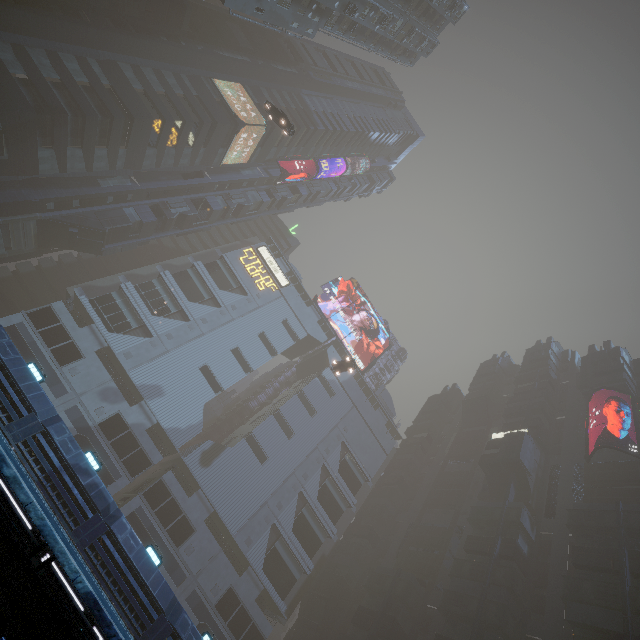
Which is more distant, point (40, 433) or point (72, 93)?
point (72, 93)

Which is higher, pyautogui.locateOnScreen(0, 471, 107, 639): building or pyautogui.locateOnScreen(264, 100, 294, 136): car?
pyautogui.locateOnScreen(264, 100, 294, 136): car

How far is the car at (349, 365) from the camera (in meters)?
43.47

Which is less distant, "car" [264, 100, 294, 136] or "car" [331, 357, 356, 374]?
"car" [264, 100, 294, 136]

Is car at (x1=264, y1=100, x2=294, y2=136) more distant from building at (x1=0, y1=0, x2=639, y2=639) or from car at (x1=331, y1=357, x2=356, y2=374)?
car at (x1=331, y1=357, x2=356, y2=374)

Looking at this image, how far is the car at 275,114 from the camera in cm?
3441
